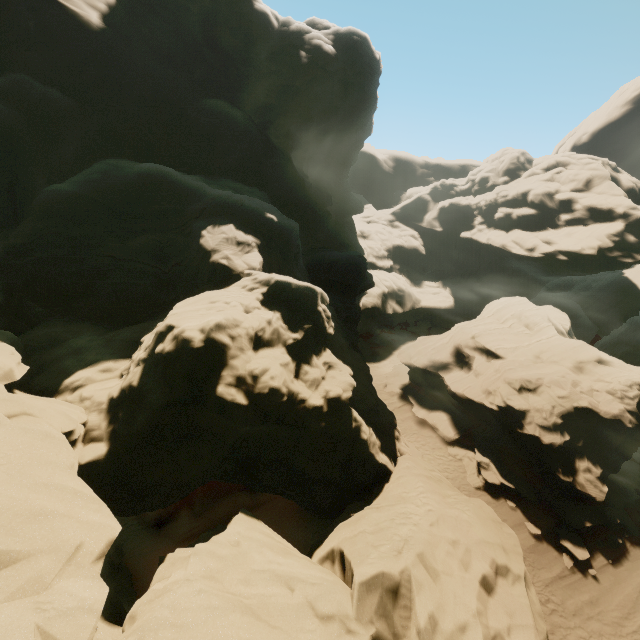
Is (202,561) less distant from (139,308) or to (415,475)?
(415,475)
